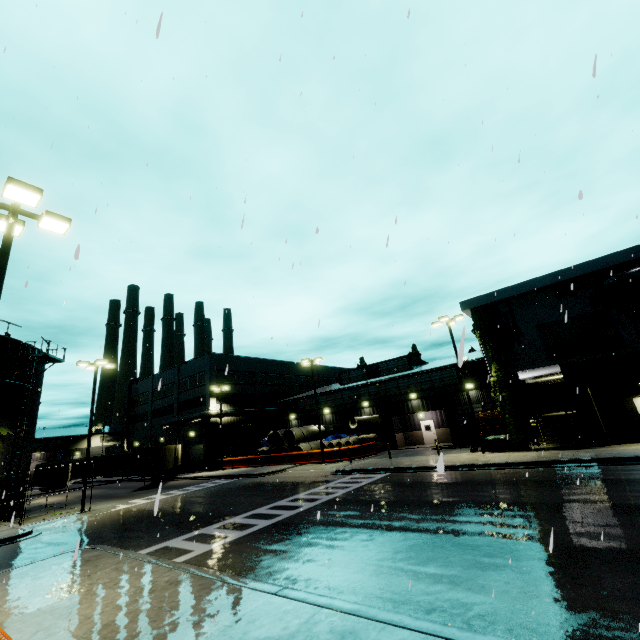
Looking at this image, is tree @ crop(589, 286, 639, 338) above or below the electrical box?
above

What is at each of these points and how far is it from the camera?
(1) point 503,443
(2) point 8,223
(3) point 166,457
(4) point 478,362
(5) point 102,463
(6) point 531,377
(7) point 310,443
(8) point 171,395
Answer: (1) electrical box, 21.3m
(2) light, 8.6m
(3) cargo container, 34.8m
(4) building, 31.8m
(5) semi trailer, 43.9m
(6) building, 28.7m
(7) concrete pipe stack, 35.8m
(8) building, 48.5m

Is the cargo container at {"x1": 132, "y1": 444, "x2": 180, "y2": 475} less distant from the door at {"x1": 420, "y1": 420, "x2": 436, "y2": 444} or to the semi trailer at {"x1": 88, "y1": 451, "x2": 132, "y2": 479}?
the semi trailer at {"x1": 88, "y1": 451, "x2": 132, "y2": 479}

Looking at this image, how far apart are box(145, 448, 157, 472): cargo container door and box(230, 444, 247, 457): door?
11.9 meters

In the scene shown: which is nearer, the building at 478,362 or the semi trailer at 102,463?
the building at 478,362

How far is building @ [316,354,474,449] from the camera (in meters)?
32.91

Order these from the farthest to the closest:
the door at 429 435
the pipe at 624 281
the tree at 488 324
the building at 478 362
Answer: the door at 429 435 < the building at 478 362 < the tree at 488 324 < the pipe at 624 281

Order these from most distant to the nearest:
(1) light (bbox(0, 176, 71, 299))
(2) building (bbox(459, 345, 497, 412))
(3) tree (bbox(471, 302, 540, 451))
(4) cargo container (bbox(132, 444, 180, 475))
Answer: (4) cargo container (bbox(132, 444, 180, 475))
(2) building (bbox(459, 345, 497, 412))
(3) tree (bbox(471, 302, 540, 451))
(1) light (bbox(0, 176, 71, 299))
